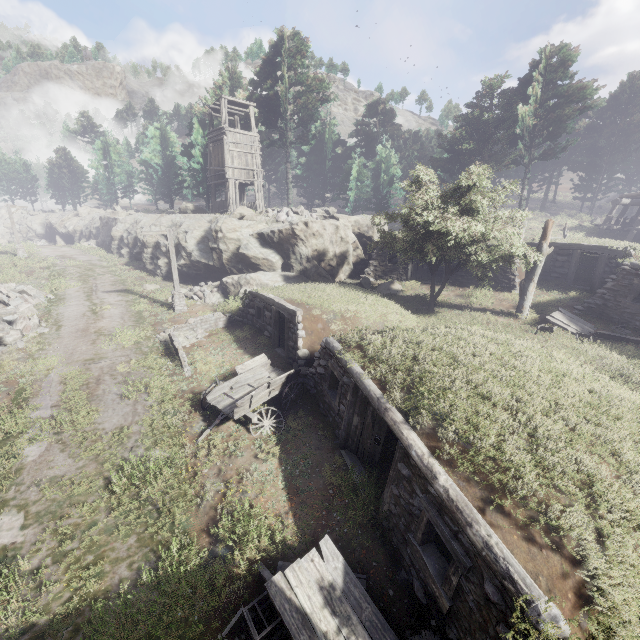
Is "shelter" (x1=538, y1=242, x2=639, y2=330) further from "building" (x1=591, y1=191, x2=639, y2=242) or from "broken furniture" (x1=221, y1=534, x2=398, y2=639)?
"broken furniture" (x1=221, y1=534, x2=398, y2=639)

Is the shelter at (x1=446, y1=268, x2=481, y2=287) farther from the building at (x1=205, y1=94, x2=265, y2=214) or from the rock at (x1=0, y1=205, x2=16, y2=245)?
the rock at (x1=0, y1=205, x2=16, y2=245)

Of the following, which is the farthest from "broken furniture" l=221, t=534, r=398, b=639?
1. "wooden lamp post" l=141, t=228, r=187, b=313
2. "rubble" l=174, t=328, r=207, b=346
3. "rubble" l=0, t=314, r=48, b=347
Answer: "rubble" l=0, t=314, r=48, b=347

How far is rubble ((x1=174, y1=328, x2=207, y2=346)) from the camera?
15.8 meters

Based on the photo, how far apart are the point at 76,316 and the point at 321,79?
29.3 meters

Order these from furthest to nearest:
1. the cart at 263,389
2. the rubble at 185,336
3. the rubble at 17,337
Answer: the rubble at 185,336 → the rubble at 17,337 → the cart at 263,389

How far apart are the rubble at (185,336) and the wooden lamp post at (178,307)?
3.21m

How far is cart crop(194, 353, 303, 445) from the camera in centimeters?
1035cm
